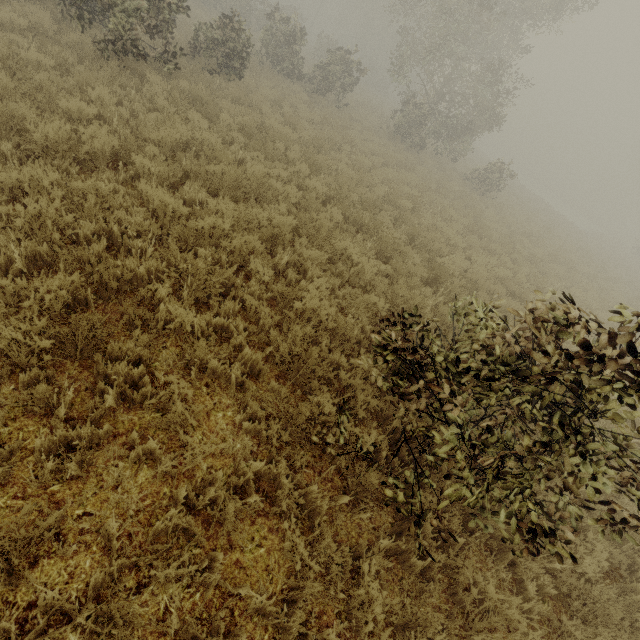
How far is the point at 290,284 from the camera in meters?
5.9 m
